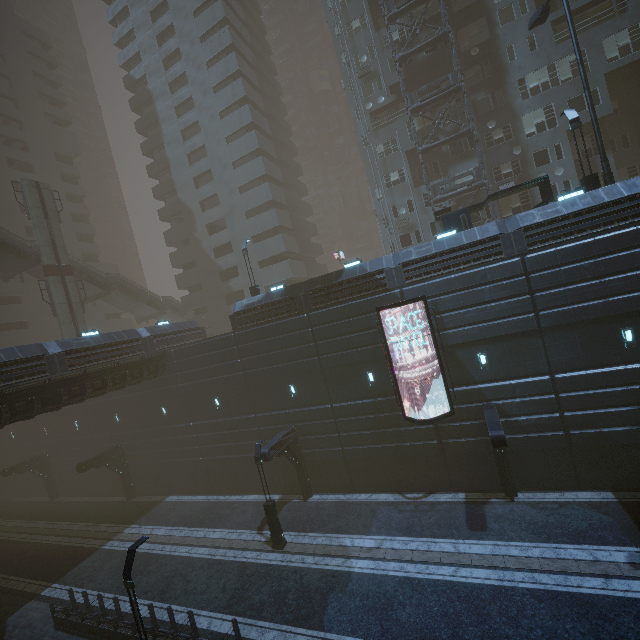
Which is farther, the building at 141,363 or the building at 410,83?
the building at 410,83

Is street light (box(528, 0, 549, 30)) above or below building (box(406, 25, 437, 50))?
below

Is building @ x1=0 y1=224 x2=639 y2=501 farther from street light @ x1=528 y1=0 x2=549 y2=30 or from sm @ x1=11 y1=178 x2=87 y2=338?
sm @ x1=11 y1=178 x2=87 y2=338

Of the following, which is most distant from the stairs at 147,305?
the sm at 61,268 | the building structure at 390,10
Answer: the building structure at 390,10

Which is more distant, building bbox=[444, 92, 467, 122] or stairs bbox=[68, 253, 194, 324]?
stairs bbox=[68, 253, 194, 324]

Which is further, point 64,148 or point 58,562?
point 64,148

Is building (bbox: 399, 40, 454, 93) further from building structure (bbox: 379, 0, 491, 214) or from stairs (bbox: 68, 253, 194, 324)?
stairs (bbox: 68, 253, 194, 324)

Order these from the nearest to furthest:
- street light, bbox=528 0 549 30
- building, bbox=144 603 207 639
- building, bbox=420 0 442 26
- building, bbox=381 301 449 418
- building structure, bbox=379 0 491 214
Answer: building, bbox=144 603 207 639 < building, bbox=381 301 449 418 < street light, bbox=528 0 549 30 < building structure, bbox=379 0 491 214 < building, bbox=420 0 442 26
